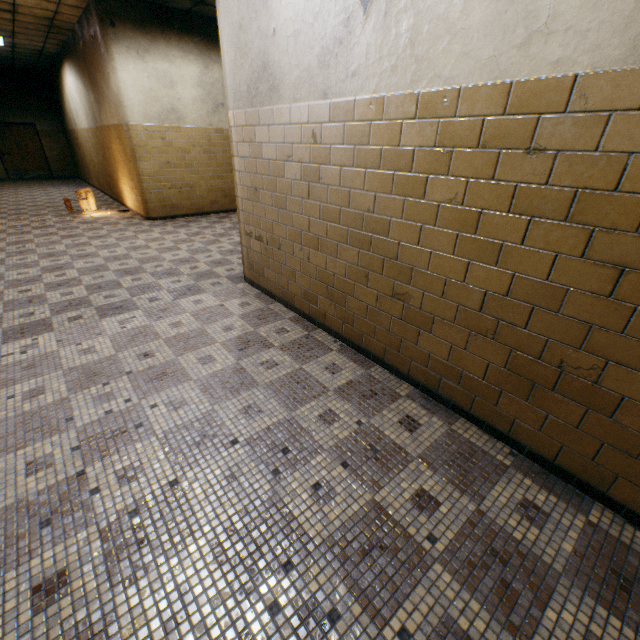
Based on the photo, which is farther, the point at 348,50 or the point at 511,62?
the point at 348,50

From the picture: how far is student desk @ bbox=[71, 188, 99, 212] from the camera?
7.93m

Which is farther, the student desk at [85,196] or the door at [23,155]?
the door at [23,155]

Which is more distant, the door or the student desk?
the door

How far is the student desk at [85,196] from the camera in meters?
7.9 m
